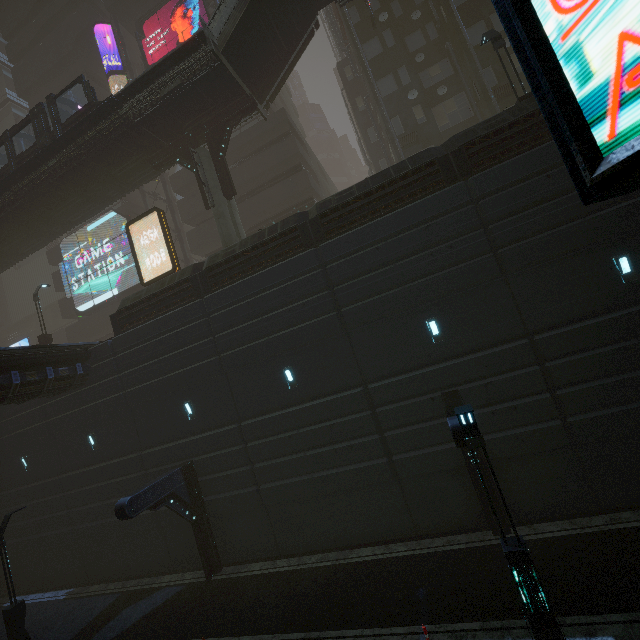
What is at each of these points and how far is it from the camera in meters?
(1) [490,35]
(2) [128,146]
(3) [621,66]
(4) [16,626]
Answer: (1) street light, 14.0
(2) bridge, 19.3
(3) sign, 1.0
(4) street light, 11.7

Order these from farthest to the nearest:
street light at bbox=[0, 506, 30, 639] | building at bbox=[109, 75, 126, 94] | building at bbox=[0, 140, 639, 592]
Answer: building at bbox=[109, 75, 126, 94] < street light at bbox=[0, 506, 30, 639] < building at bbox=[0, 140, 639, 592]

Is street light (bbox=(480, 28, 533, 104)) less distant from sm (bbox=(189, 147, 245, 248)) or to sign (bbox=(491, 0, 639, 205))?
sign (bbox=(491, 0, 639, 205))

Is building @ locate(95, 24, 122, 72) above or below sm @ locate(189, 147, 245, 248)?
above

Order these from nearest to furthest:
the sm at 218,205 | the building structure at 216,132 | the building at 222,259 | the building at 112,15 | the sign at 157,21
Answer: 1. the building at 222,259
2. the sm at 218,205
3. the building structure at 216,132
4. the sign at 157,21
5. the building at 112,15

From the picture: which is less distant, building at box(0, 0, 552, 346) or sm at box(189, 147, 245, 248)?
building at box(0, 0, 552, 346)

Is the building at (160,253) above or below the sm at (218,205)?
above

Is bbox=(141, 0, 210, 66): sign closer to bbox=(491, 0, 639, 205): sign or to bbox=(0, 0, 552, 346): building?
bbox=(0, 0, 552, 346): building
